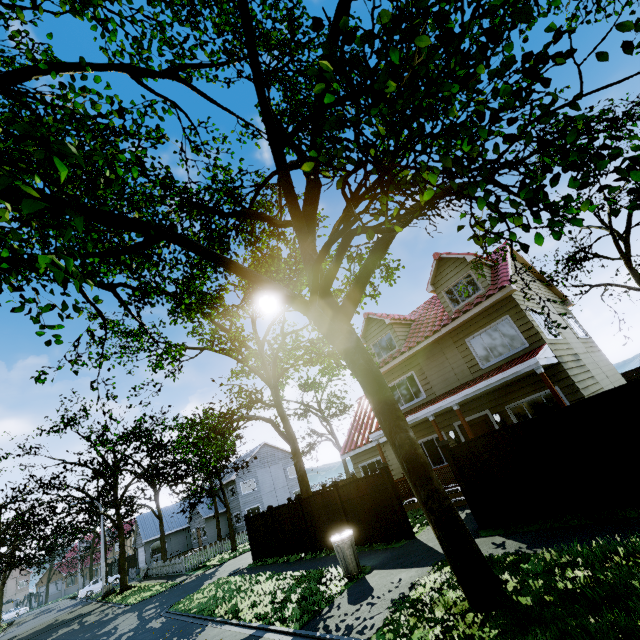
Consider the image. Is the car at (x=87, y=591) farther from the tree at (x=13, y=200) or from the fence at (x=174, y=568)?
the fence at (x=174, y=568)

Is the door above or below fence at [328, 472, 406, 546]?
above

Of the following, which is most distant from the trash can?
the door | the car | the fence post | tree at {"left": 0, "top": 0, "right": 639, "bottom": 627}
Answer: the car

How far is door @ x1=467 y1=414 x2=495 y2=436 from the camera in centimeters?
1296cm

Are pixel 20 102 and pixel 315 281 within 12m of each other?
yes

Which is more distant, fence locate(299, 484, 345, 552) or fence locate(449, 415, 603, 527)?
fence locate(299, 484, 345, 552)

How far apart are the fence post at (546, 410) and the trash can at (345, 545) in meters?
5.8 m

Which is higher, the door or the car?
the door
